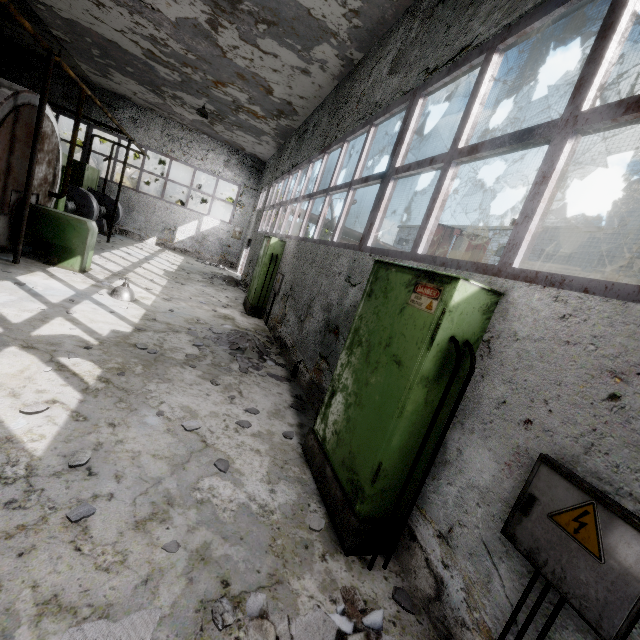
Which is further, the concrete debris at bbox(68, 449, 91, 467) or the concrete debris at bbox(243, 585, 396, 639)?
the concrete debris at bbox(68, 449, 91, 467)

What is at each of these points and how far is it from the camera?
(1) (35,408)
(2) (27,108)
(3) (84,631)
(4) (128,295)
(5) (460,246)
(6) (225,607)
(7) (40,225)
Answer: (1) concrete debris, 3.1m
(2) boiler tank, 6.9m
(3) concrete debris, 1.7m
(4) ceiling lamp, 7.3m
(5) lamp post, 10.9m
(6) concrete debris, 2.0m
(7) boiler tank, 7.7m

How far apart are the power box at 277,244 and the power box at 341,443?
6.11m

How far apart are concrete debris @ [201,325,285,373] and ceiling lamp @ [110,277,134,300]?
1.8 meters

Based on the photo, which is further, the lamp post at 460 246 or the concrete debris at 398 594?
the lamp post at 460 246

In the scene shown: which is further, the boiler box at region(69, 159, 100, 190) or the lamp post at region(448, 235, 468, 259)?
the boiler box at region(69, 159, 100, 190)

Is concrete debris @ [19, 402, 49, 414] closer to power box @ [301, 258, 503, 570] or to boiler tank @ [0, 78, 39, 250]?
power box @ [301, 258, 503, 570]

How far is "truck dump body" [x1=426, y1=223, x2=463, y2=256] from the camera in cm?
1507
